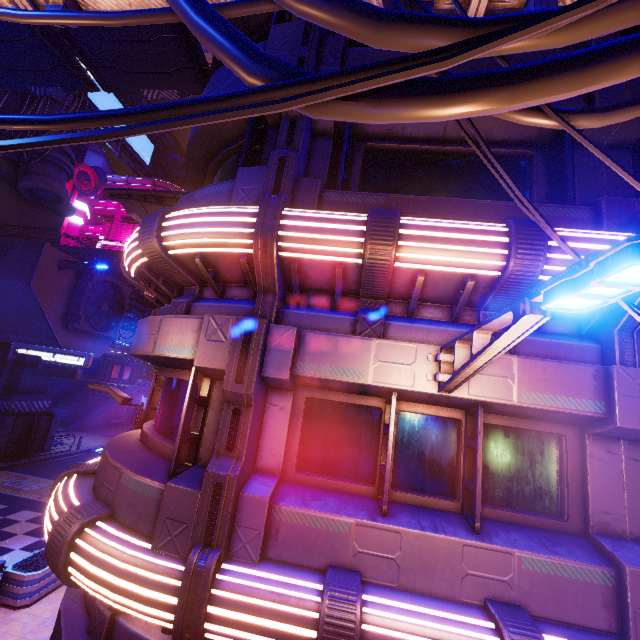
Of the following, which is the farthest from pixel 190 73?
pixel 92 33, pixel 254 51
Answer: pixel 254 51

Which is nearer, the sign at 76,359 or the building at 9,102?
the sign at 76,359

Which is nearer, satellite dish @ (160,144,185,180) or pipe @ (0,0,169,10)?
pipe @ (0,0,169,10)

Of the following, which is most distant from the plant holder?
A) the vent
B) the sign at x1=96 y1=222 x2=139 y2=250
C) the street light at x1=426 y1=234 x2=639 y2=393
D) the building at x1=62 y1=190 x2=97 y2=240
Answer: the building at x1=62 y1=190 x2=97 y2=240

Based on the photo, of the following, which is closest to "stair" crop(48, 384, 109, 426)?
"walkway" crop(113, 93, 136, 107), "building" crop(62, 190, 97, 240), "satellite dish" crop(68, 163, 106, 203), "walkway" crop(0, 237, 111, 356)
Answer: "walkway" crop(0, 237, 111, 356)

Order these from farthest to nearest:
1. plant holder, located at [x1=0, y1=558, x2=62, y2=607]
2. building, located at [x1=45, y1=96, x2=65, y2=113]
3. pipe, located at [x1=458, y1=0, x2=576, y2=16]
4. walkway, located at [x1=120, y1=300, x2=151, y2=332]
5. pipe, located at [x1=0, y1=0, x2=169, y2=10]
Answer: walkway, located at [x1=120, y1=300, x2=151, y2=332], building, located at [x1=45, y1=96, x2=65, y2=113], plant holder, located at [x1=0, y1=558, x2=62, y2=607], pipe, located at [x1=0, y1=0, x2=169, y2=10], pipe, located at [x1=458, y1=0, x2=576, y2=16]

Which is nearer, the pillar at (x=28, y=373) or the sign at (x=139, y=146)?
the pillar at (x=28, y=373)

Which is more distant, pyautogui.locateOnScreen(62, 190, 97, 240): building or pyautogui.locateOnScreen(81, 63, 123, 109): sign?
pyautogui.locateOnScreen(62, 190, 97, 240): building
